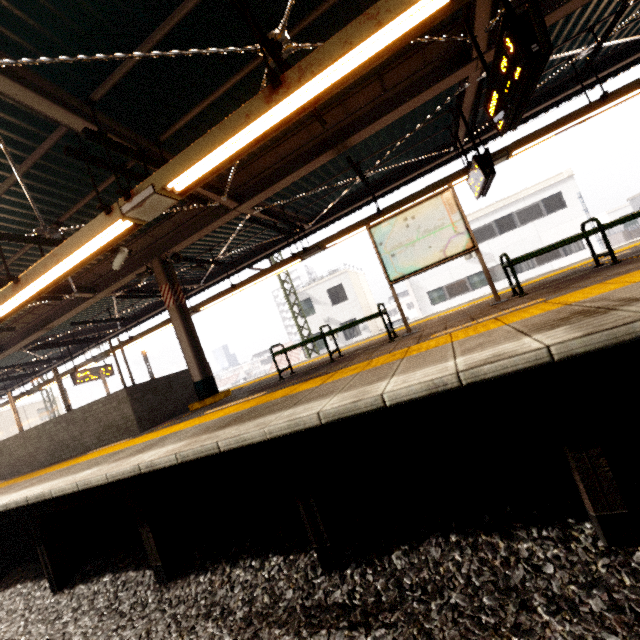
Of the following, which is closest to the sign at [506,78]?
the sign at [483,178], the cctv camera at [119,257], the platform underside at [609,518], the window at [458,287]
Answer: the sign at [483,178]

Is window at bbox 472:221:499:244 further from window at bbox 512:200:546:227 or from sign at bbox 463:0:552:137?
sign at bbox 463:0:552:137

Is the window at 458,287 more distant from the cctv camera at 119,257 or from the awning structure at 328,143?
the cctv camera at 119,257

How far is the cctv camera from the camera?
6.6m

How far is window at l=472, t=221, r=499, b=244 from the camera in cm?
2267

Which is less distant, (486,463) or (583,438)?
(583,438)

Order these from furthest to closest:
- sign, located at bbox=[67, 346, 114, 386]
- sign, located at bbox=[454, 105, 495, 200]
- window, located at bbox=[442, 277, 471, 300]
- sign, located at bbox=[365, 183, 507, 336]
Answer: window, located at bbox=[442, 277, 471, 300] → sign, located at bbox=[67, 346, 114, 386] → sign, located at bbox=[454, 105, 495, 200] → sign, located at bbox=[365, 183, 507, 336]

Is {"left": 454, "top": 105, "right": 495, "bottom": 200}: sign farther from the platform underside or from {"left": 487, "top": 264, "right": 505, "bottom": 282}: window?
{"left": 487, "top": 264, "right": 505, "bottom": 282}: window
